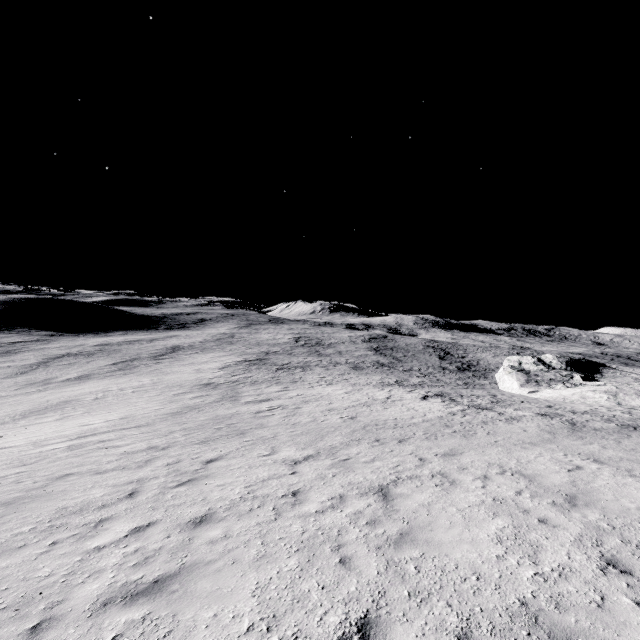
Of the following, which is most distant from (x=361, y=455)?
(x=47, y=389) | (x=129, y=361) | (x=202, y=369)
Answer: (x=129, y=361)
